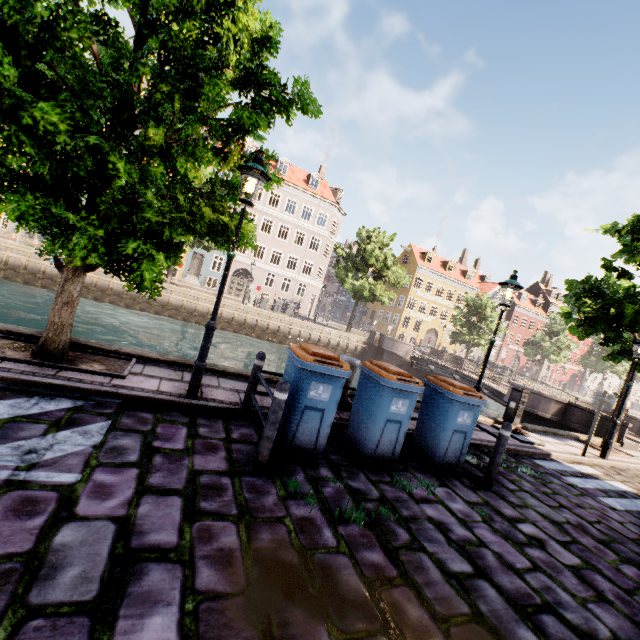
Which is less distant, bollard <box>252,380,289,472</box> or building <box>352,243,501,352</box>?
bollard <box>252,380,289,472</box>

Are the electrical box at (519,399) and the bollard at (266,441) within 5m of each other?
no

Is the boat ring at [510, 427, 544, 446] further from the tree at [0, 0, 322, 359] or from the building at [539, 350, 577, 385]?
the building at [539, 350, 577, 385]

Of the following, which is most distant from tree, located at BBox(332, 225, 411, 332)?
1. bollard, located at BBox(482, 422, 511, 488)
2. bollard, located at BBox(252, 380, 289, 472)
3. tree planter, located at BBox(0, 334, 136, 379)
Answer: bollard, located at BBox(482, 422, 511, 488)

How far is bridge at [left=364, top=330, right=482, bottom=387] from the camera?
22.3m

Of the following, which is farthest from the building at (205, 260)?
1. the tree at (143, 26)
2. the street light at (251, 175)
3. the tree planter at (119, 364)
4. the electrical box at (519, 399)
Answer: the electrical box at (519, 399)

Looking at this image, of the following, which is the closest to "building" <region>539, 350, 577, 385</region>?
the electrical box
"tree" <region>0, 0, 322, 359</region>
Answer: "tree" <region>0, 0, 322, 359</region>

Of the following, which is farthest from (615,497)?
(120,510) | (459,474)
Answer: (120,510)
